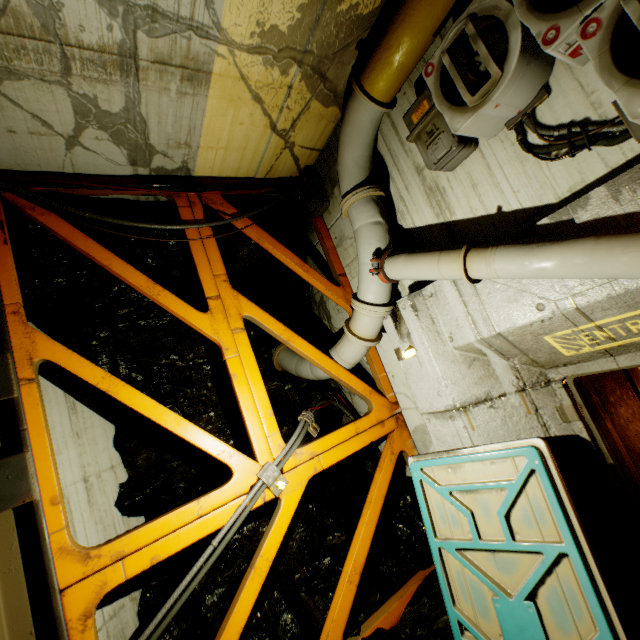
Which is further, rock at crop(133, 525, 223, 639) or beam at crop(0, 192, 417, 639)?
rock at crop(133, 525, 223, 639)

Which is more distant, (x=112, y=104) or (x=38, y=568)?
(x=112, y=104)

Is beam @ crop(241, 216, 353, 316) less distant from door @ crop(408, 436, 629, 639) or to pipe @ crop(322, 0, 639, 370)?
pipe @ crop(322, 0, 639, 370)

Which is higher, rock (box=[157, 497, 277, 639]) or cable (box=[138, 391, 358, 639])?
cable (box=[138, 391, 358, 639])

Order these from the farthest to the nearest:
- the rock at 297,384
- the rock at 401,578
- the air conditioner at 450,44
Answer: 1. the rock at 297,384
2. the rock at 401,578
3. the air conditioner at 450,44

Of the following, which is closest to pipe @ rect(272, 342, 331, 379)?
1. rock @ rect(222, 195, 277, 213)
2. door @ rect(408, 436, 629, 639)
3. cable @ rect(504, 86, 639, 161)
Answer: rock @ rect(222, 195, 277, 213)

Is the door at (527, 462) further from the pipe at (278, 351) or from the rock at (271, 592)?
the pipe at (278, 351)

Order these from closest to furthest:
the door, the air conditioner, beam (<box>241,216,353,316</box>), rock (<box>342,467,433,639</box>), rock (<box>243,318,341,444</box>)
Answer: the air conditioner → the door → rock (<box>342,467,433,639</box>) → beam (<box>241,216,353,316</box>) → rock (<box>243,318,341,444</box>)
